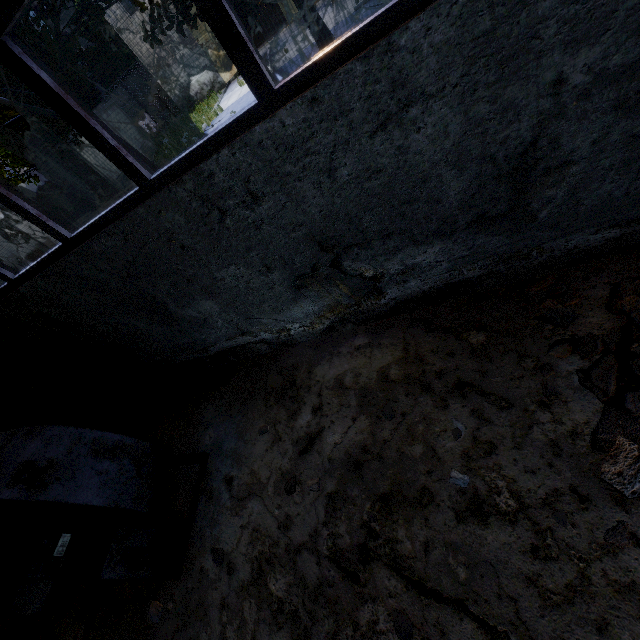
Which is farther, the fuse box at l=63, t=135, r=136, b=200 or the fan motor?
the fuse box at l=63, t=135, r=136, b=200

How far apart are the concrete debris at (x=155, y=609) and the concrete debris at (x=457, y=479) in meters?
3.5

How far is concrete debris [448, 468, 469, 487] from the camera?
2.70m

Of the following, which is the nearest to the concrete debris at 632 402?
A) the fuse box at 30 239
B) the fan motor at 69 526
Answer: the fan motor at 69 526

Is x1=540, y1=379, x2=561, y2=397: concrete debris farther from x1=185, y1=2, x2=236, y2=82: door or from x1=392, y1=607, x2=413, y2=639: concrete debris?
x1=185, y1=2, x2=236, y2=82: door

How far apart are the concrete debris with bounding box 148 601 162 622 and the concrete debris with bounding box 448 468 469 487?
3.45m

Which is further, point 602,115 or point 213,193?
point 213,193

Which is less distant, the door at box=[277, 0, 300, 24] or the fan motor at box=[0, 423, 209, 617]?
the fan motor at box=[0, 423, 209, 617]
